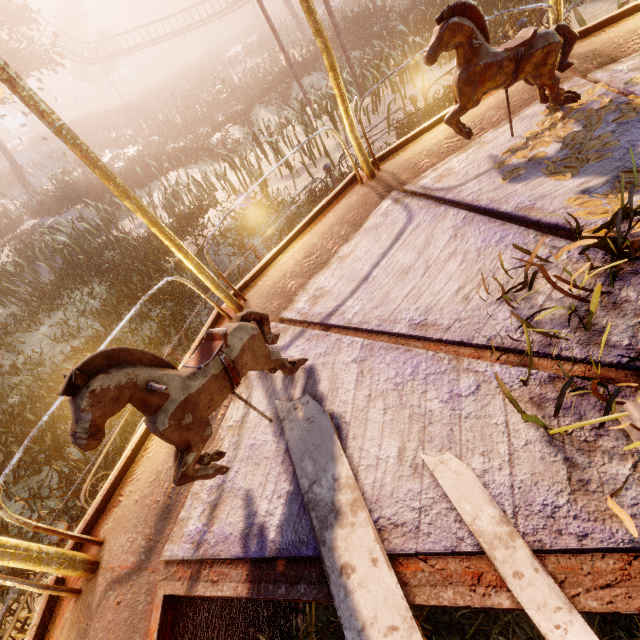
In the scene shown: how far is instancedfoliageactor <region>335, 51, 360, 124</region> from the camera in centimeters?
859cm

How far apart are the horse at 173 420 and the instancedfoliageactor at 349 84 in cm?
1235

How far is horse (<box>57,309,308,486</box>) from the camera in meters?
1.2 m

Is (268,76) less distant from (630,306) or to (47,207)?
(47,207)

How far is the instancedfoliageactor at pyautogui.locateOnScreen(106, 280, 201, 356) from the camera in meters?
6.2 m

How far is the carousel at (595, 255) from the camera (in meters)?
1.53

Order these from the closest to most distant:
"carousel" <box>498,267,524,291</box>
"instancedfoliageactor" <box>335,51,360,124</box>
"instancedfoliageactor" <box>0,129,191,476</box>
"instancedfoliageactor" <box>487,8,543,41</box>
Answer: "carousel" <box>498,267,524,291</box>
"instancedfoliageactor" <box>0,129,191,476</box>
"instancedfoliageactor" <box>487,8,543,41</box>
"instancedfoliageactor" <box>335,51,360,124</box>

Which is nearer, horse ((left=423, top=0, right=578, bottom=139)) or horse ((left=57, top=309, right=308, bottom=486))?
horse ((left=57, top=309, right=308, bottom=486))
